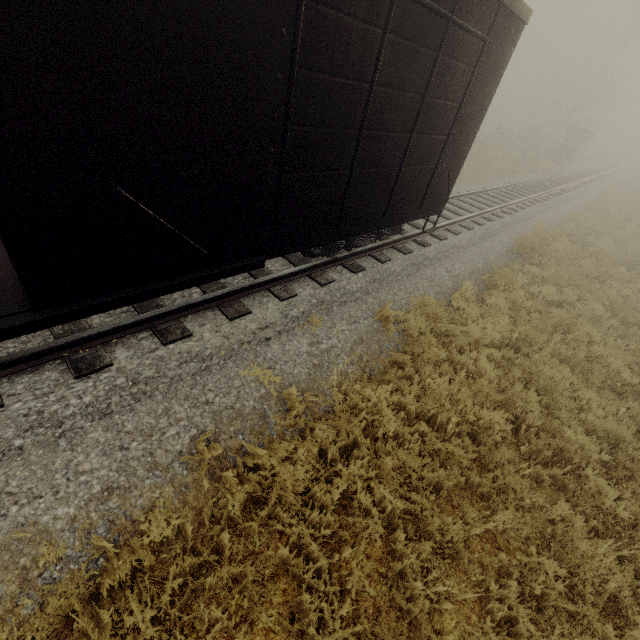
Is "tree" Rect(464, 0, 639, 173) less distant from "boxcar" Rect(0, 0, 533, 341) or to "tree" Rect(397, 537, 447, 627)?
"tree" Rect(397, 537, 447, 627)

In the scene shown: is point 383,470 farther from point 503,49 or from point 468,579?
point 503,49

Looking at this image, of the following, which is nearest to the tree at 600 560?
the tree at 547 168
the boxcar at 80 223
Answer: the boxcar at 80 223

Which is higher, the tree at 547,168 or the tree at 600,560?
the tree at 547,168

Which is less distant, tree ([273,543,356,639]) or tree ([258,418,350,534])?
tree ([273,543,356,639])

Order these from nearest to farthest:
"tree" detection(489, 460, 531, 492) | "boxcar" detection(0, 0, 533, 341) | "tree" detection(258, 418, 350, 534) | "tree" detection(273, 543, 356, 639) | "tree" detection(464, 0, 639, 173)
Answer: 1. "boxcar" detection(0, 0, 533, 341)
2. "tree" detection(273, 543, 356, 639)
3. "tree" detection(258, 418, 350, 534)
4. "tree" detection(489, 460, 531, 492)
5. "tree" detection(464, 0, 639, 173)
